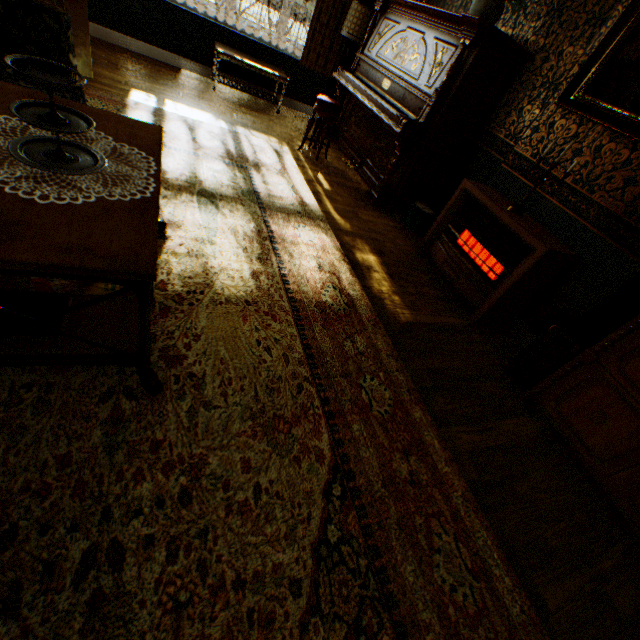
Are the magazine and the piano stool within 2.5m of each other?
no

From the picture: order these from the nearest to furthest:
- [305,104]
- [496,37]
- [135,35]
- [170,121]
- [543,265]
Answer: [543,265], [496,37], [170,121], [135,35], [305,104]

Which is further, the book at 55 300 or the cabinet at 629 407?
the cabinet at 629 407

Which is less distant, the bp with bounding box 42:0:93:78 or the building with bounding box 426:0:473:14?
the bp with bounding box 42:0:93:78

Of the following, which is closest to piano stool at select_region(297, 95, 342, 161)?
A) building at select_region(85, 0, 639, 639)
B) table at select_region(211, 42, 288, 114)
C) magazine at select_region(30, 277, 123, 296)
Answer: building at select_region(85, 0, 639, 639)

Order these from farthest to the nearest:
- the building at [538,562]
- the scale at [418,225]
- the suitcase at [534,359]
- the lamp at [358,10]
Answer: the lamp at [358,10] → the scale at [418,225] → the suitcase at [534,359] → the building at [538,562]

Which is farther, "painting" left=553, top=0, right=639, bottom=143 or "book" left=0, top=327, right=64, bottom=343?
"painting" left=553, top=0, right=639, bottom=143

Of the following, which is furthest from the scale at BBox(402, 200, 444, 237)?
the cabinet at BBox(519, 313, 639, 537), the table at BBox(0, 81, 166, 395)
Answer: the table at BBox(0, 81, 166, 395)
